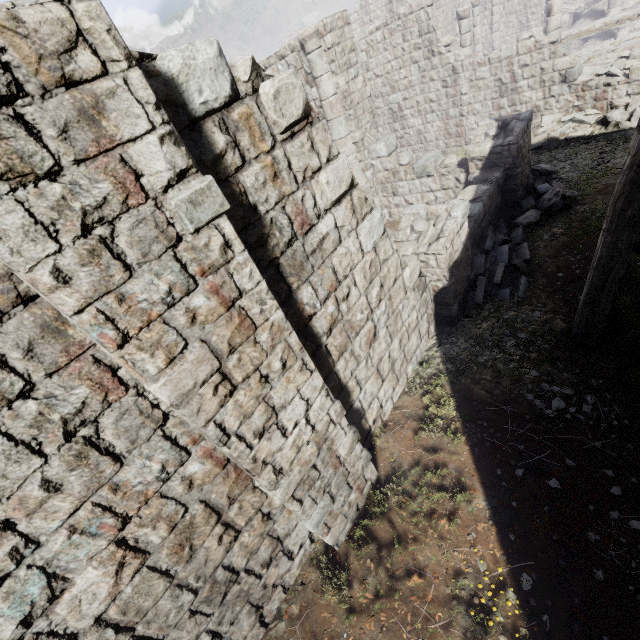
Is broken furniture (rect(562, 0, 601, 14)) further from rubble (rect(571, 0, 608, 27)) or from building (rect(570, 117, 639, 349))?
rubble (rect(571, 0, 608, 27))

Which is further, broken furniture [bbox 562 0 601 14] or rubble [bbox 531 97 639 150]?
broken furniture [bbox 562 0 601 14]

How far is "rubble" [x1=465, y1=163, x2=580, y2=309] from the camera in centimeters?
750cm

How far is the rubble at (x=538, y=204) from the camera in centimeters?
750cm

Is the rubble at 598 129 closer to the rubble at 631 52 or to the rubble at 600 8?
the rubble at 631 52

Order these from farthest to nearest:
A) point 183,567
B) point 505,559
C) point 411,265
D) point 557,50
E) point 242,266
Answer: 1. point 557,50
2. point 411,265
3. point 505,559
4. point 183,567
5. point 242,266

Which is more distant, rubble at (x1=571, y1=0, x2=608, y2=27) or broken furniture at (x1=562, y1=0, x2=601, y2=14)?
broken furniture at (x1=562, y1=0, x2=601, y2=14)

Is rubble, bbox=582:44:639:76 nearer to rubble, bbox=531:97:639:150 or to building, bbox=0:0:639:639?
building, bbox=0:0:639:639
